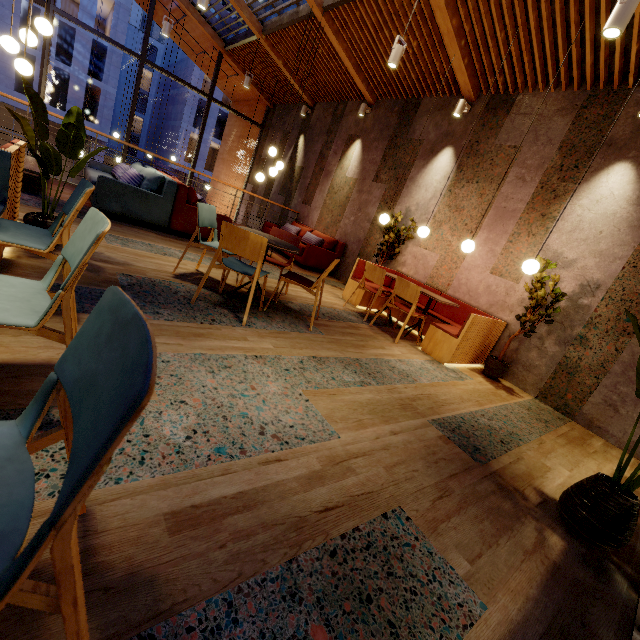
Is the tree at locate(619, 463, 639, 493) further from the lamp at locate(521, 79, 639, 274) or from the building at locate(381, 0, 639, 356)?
the lamp at locate(521, 79, 639, 274)

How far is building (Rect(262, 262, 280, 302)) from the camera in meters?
4.4 m

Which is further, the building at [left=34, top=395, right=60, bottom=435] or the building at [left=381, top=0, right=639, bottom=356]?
the building at [left=381, top=0, right=639, bottom=356]

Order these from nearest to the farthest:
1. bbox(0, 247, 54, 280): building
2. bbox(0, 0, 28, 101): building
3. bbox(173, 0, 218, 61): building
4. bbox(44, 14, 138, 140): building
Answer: bbox(0, 247, 54, 280): building, bbox(173, 0, 218, 61): building, bbox(0, 0, 28, 101): building, bbox(44, 14, 138, 140): building

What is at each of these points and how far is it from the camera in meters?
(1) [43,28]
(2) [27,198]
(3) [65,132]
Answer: (1) lamp, 4.4 m
(2) building, 4.3 m
(3) tree, 2.7 m

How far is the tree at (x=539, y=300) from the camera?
4.2m

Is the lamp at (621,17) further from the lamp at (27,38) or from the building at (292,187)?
the lamp at (27,38)
